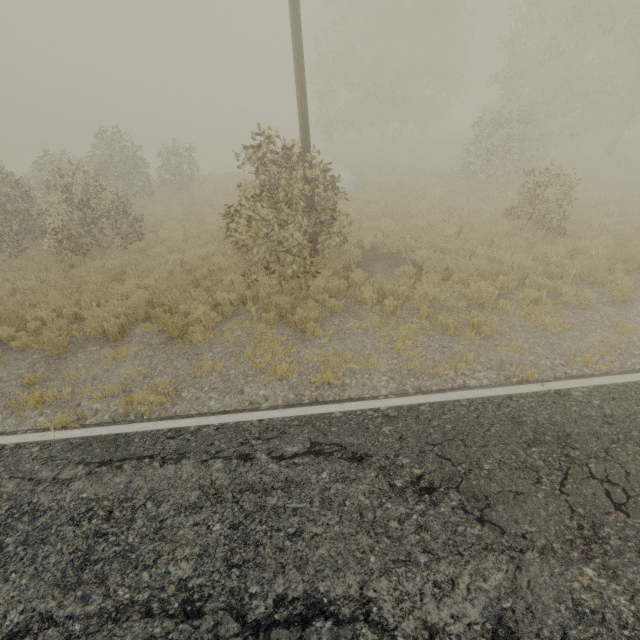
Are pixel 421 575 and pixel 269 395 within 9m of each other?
yes
